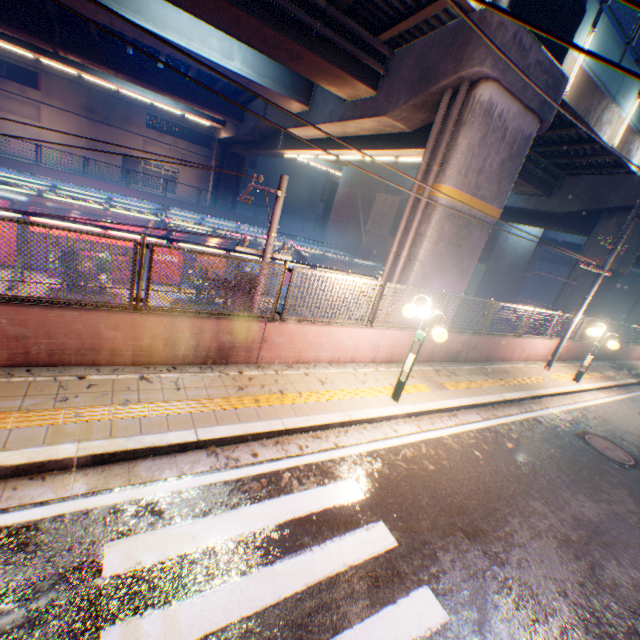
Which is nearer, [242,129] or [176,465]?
[176,465]

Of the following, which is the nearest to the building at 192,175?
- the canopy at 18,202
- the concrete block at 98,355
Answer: the canopy at 18,202

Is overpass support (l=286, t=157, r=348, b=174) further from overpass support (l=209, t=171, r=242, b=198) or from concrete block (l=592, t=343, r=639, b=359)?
concrete block (l=592, t=343, r=639, b=359)

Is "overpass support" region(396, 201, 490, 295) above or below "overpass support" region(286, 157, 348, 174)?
below

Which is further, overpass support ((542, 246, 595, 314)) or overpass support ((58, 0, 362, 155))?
overpass support ((542, 246, 595, 314))

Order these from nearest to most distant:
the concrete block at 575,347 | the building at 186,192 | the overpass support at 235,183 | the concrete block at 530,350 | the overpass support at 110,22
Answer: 1. the concrete block at 530,350
2. the overpass support at 110,22
3. the concrete block at 575,347
4. the overpass support at 235,183
5. the building at 186,192

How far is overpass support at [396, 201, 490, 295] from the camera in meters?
10.1 m
